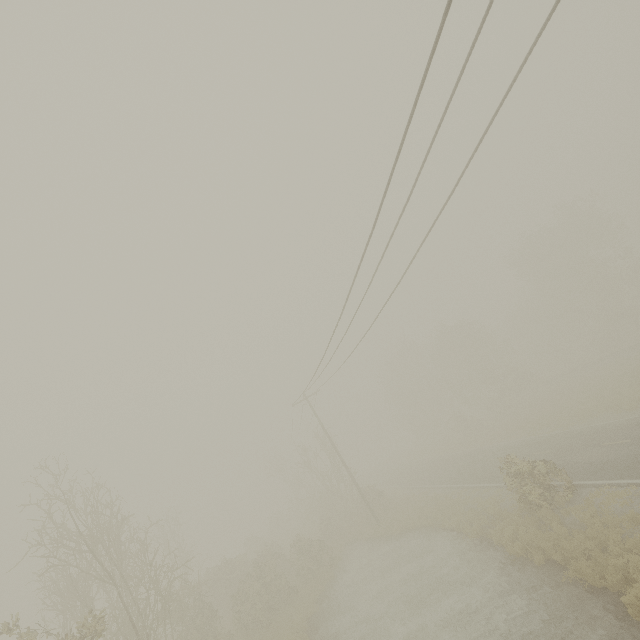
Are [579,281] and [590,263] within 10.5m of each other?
yes
